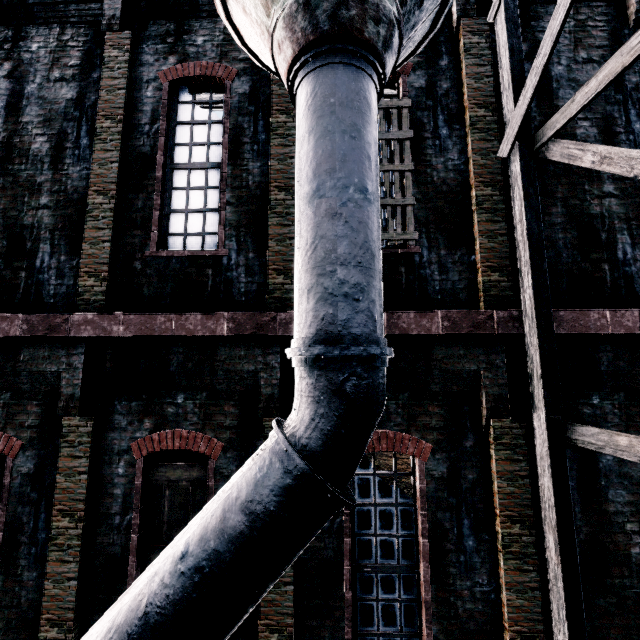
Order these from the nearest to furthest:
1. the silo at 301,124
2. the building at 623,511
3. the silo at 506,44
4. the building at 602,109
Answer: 1. the silo at 301,124
2. the silo at 506,44
3. the building at 623,511
4. the building at 602,109

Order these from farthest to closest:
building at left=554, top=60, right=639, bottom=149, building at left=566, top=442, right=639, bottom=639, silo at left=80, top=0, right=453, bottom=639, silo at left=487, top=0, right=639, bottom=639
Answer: building at left=554, top=60, right=639, bottom=149
building at left=566, top=442, right=639, bottom=639
silo at left=487, top=0, right=639, bottom=639
silo at left=80, top=0, right=453, bottom=639

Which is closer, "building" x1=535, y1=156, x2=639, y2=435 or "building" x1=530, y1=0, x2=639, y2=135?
"building" x1=535, y1=156, x2=639, y2=435

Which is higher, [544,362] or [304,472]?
[544,362]

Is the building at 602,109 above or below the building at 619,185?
above
